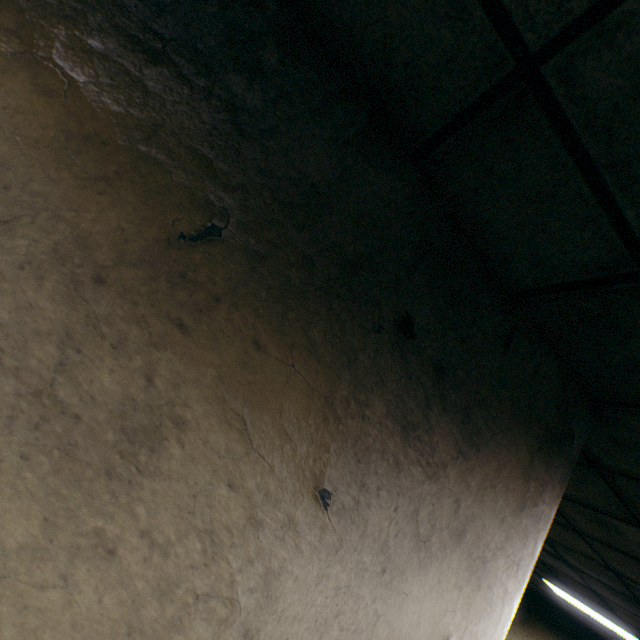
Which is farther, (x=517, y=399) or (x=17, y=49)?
(x=517, y=399)
